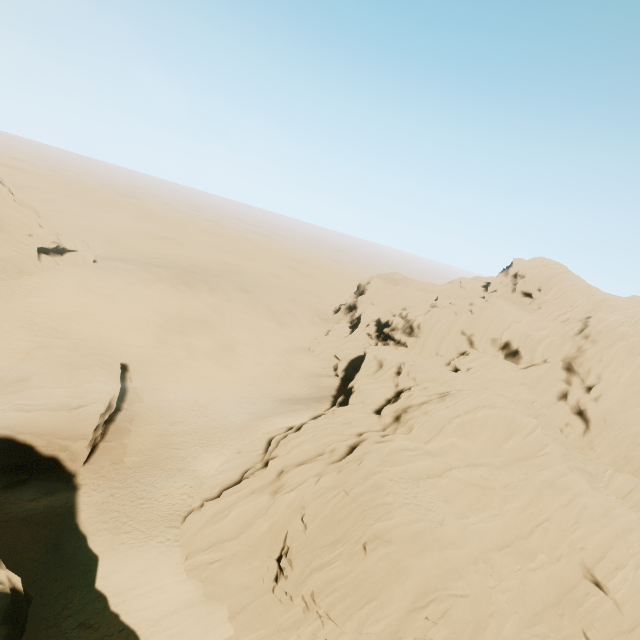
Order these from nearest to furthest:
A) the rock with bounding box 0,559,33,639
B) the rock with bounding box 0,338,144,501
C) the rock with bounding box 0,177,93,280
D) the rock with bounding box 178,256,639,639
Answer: the rock with bounding box 0,559,33,639, the rock with bounding box 178,256,639,639, the rock with bounding box 0,338,144,501, the rock with bounding box 0,177,93,280

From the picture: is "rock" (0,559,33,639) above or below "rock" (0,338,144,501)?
above

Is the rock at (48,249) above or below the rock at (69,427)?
above

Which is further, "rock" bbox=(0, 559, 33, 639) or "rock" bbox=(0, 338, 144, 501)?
"rock" bbox=(0, 338, 144, 501)

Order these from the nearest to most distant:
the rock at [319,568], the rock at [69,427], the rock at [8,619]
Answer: the rock at [8,619] → the rock at [319,568] → the rock at [69,427]

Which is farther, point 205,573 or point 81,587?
point 205,573

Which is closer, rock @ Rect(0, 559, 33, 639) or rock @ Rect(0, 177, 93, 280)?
rock @ Rect(0, 559, 33, 639)
